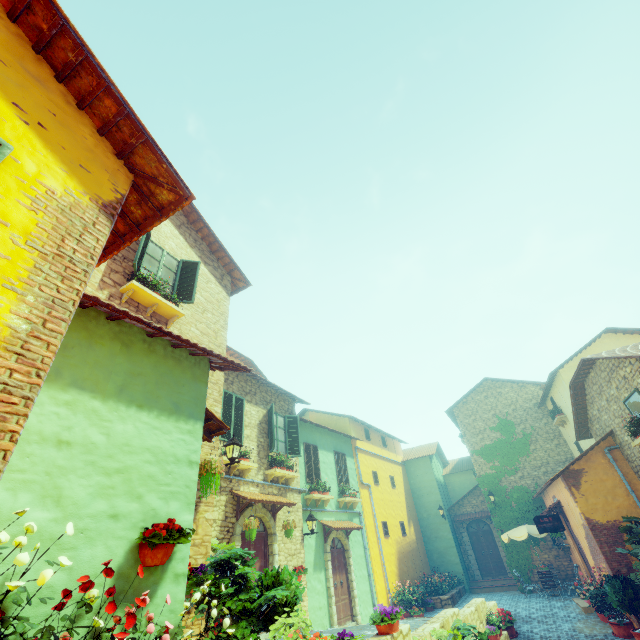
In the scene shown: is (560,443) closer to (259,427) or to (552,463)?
(552,463)

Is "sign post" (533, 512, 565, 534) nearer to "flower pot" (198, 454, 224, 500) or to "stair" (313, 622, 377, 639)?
"stair" (313, 622, 377, 639)

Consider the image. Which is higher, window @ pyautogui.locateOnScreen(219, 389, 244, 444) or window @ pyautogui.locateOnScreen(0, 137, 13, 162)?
window @ pyautogui.locateOnScreen(219, 389, 244, 444)

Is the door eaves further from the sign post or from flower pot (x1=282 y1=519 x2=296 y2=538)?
the sign post

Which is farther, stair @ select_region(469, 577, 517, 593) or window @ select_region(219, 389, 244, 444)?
stair @ select_region(469, 577, 517, 593)

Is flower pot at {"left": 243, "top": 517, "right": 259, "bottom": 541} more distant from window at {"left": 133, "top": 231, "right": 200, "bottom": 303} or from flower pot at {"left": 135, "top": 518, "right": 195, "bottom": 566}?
window at {"left": 133, "top": 231, "right": 200, "bottom": 303}

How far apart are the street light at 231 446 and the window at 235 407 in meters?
1.9 m

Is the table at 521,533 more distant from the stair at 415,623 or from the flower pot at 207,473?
the flower pot at 207,473
